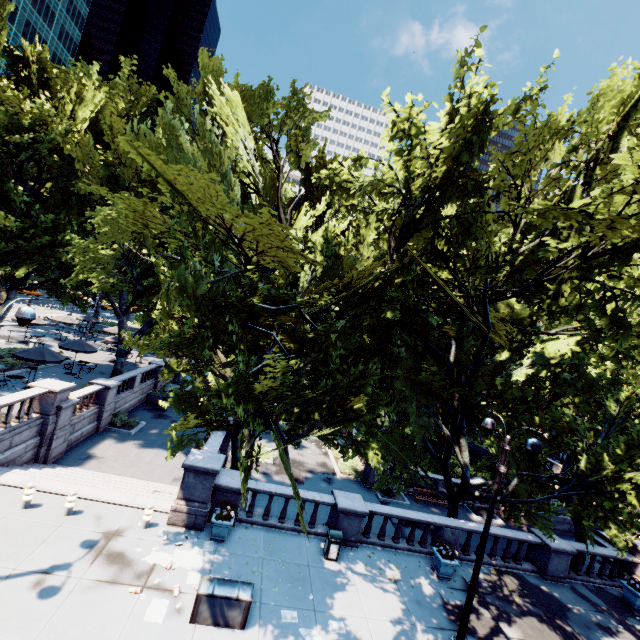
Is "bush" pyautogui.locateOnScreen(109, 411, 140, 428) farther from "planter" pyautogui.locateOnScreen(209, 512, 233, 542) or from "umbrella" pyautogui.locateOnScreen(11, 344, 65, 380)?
"planter" pyautogui.locateOnScreen(209, 512, 233, 542)

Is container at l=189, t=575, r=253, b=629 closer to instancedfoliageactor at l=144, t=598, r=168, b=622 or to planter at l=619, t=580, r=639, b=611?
instancedfoliageactor at l=144, t=598, r=168, b=622

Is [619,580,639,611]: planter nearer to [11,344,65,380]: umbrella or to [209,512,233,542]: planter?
[209,512,233,542]: planter

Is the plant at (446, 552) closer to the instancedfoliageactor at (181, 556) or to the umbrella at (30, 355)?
the instancedfoliageactor at (181, 556)

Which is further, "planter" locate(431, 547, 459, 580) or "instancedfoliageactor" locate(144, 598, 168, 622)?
"planter" locate(431, 547, 459, 580)

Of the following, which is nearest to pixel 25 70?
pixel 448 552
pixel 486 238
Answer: pixel 486 238

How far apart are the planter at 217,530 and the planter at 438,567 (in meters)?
8.56

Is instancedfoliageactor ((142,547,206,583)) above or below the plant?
below
